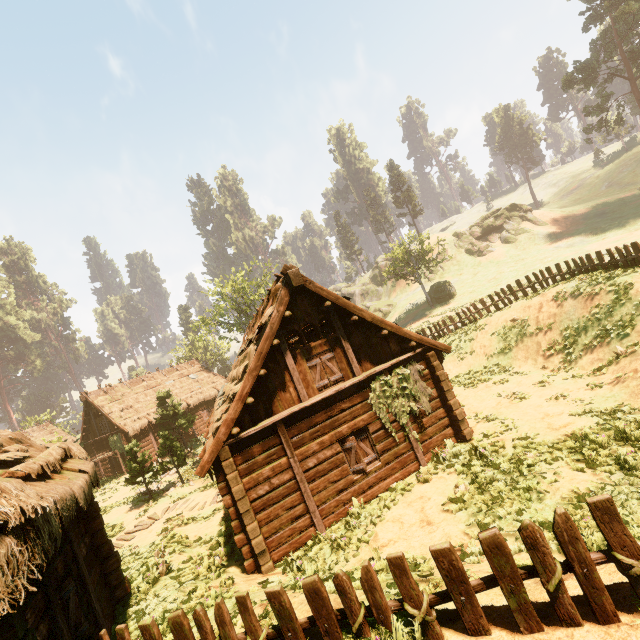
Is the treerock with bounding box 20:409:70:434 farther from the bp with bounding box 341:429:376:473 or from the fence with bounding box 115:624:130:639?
the bp with bounding box 341:429:376:473

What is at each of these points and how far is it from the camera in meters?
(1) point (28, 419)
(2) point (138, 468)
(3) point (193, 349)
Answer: (1) treerock, 44.6 m
(2) treerock, 18.6 m
(3) treerock, 58.1 m

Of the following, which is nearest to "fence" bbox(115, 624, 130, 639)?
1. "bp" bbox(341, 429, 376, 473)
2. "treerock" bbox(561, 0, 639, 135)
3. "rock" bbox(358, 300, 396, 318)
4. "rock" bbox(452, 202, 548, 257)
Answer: "treerock" bbox(561, 0, 639, 135)

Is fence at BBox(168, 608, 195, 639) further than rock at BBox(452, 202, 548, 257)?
No

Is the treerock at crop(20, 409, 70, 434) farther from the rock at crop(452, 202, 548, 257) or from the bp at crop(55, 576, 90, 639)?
the rock at crop(452, 202, 548, 257)

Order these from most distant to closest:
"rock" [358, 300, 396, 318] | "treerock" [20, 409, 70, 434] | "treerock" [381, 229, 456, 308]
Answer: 1. "rock" [358, 300, 396, 318]
2. "treerock" [20, 409, 70, 434]
3. "treerock" [381, 229, 456, 308]

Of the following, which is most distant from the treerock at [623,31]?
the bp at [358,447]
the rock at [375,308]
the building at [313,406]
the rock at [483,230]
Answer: the bp at [358,447]

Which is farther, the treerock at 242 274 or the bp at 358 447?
→ the treerock at 242 274
